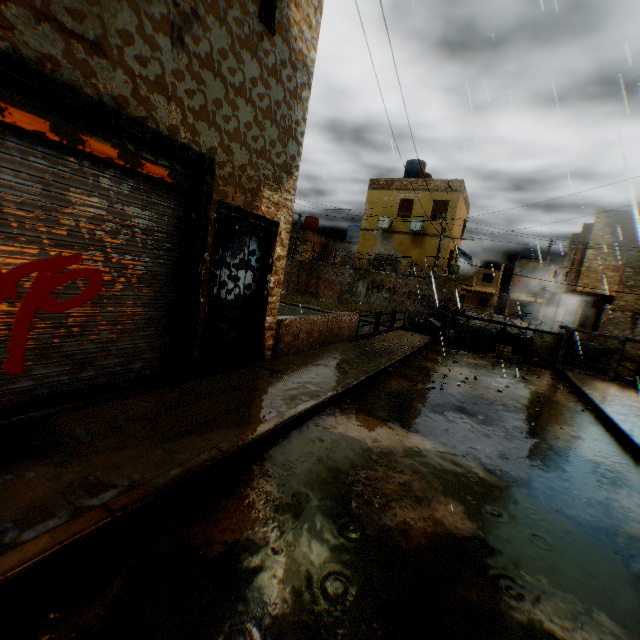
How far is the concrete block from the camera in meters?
12.2

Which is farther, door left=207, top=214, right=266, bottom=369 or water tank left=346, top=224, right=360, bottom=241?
water tank left=346, top=224, right=360, bottom=241

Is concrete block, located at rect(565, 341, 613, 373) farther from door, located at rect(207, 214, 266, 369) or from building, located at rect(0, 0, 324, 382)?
door, located at rect(207, 214, 266, 369)

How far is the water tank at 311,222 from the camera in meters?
35.1

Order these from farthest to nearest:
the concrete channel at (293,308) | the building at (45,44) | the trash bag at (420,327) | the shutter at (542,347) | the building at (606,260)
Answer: the concrete channel at (293,308) < the building at (606,260) < the trash bag at (420,327) < the shutter at (542,347) < the building at (45,44)

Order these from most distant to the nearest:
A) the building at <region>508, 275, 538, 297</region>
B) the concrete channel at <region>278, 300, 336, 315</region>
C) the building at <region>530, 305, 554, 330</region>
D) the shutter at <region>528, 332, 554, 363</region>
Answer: the building at <region>508, 275, 538, 297</region>, the building at <region>530, 305, 554, 330</region>, the concrete channel at <region>278, 300, 336, 315</region>, the shutter at <region>528, 332, 554, 363</region>

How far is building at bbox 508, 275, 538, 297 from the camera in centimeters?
5378cm

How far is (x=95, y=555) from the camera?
2.26m
